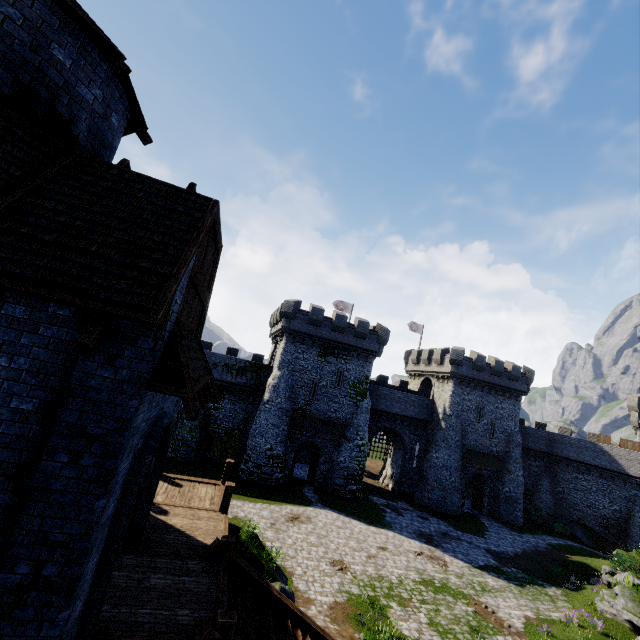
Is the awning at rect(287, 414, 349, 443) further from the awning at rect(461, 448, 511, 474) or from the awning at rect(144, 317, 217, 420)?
the awning at rect(144, 317, 217, 420)

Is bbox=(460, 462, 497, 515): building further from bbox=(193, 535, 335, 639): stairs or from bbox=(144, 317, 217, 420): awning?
bbox=(193, 535, 335, 639): stairs

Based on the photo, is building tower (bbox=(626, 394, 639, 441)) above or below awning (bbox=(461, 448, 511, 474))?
above

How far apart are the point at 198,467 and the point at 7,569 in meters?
26.6

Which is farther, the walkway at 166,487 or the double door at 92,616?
the walkway at 166,487

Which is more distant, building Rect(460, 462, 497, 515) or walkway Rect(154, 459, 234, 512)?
building Rect(460, 462, 497, 515)

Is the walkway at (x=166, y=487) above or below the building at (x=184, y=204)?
A: below

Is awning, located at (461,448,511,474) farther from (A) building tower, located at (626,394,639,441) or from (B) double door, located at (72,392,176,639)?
(B) double door, located at (72,392,176,639)
